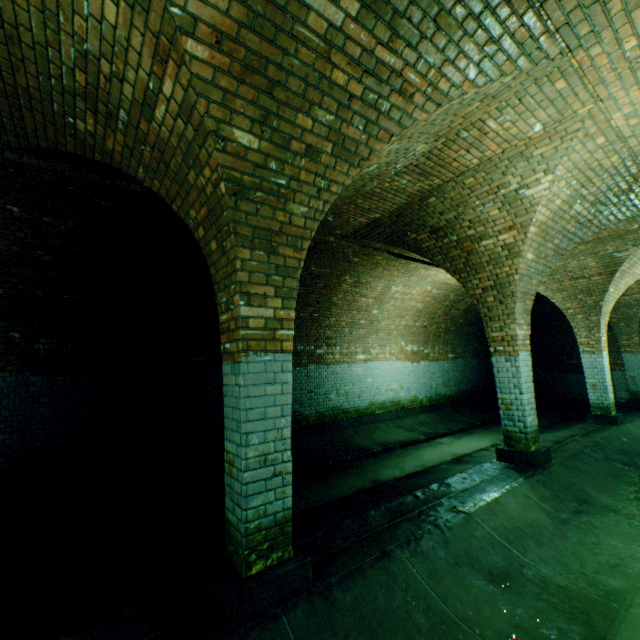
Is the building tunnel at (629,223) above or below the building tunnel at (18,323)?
above

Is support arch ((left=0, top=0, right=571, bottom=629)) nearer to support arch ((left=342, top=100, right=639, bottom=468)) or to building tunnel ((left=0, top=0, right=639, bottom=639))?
building tunnel ((left=0, top=0, right=639, bottom=639))

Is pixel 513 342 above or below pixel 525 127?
below

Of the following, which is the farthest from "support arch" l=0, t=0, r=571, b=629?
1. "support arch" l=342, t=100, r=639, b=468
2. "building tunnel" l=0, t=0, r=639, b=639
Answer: "support arch" l=342, t=100, r=639, b=468

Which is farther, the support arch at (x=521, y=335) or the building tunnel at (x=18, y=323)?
the support arch at (x=521, y=335)
